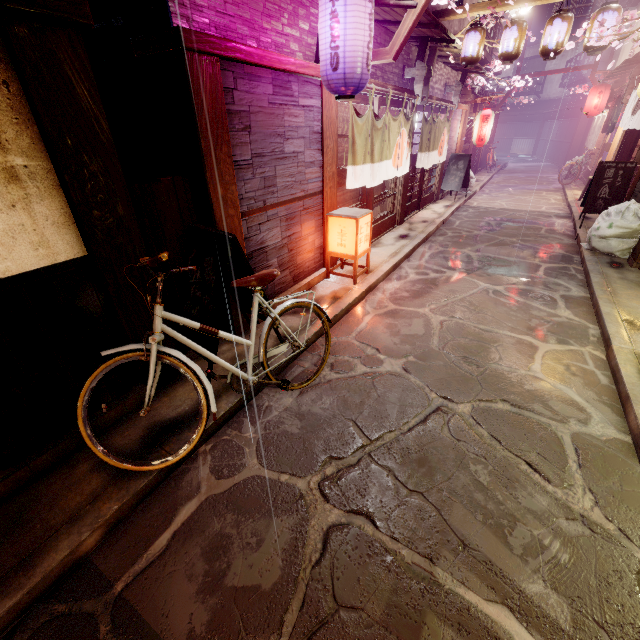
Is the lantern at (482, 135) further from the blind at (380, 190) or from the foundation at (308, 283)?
the foundation at (308, 283)

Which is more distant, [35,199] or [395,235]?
[395,235]

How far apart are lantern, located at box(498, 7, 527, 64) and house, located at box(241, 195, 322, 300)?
10.6m

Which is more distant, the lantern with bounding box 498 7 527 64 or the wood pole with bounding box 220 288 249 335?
the lantern with bounding box 498 7 527 64

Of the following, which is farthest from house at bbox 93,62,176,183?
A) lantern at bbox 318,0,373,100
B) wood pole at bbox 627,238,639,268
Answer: wood pole at bbox 627,238,639,268

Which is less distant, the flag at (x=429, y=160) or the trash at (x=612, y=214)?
the trash at (x=612, y=214)

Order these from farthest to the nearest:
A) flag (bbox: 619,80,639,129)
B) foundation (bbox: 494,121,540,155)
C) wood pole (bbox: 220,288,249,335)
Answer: foundation (bbox: 494,121,540,155) < flag (bbox: 619,80,639,129) < wood pole (bbox: 220,288,249,335)

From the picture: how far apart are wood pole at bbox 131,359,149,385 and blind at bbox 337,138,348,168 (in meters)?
6.67
